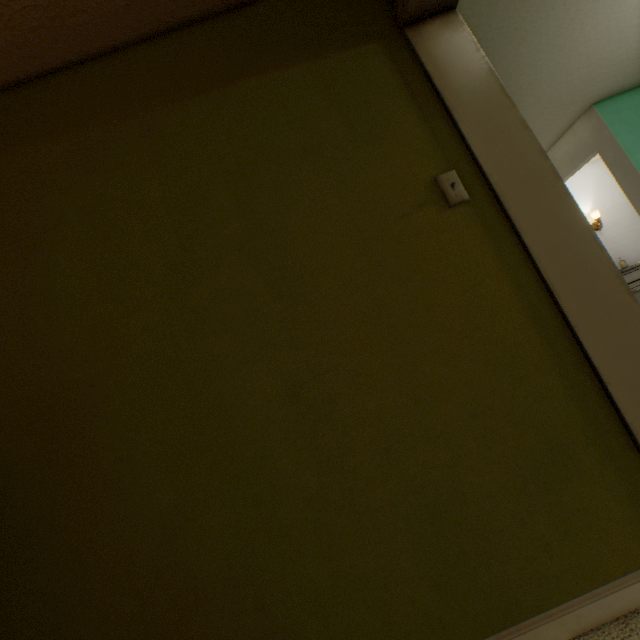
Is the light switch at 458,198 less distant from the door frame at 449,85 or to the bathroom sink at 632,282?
the door frame at 449,85

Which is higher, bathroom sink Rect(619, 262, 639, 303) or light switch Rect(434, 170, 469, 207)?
light switch Rect(434, 170, 469, 207)

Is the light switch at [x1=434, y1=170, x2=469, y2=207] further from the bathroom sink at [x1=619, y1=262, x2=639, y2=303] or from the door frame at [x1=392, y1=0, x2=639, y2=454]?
the bathroom sink at [x1=619, y1=262, x2=639, y2=303]

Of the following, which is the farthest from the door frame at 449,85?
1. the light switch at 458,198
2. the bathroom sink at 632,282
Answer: the bathroom sink at 632,282

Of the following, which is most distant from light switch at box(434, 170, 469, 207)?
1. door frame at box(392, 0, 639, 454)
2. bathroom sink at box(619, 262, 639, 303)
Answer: bathroom sink at box(619, 262, 639, 303)

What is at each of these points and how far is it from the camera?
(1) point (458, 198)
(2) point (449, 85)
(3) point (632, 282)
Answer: (1) light switch, 1.2m
(2) door frame, 1.2m
(3) bathroom sink, 4.0m

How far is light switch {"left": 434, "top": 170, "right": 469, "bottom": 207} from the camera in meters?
1.2 m
